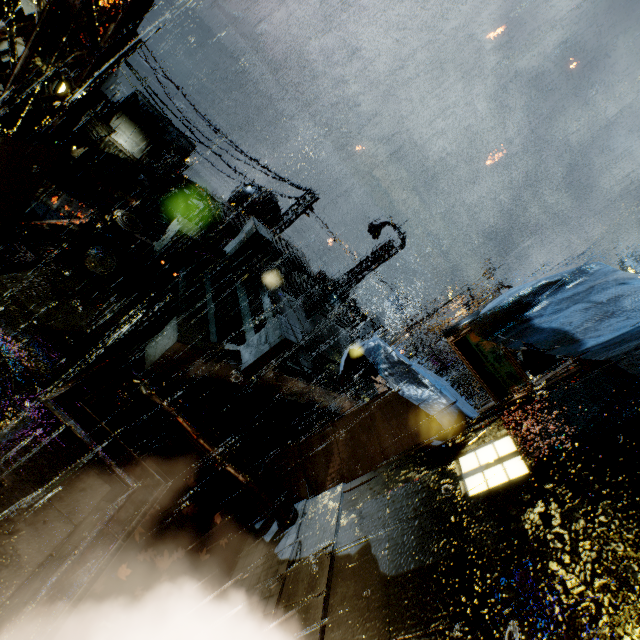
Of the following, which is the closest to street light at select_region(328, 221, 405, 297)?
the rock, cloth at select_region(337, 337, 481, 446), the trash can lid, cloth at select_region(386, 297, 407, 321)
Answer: cloth at select_region(337, 337, 481, 446)

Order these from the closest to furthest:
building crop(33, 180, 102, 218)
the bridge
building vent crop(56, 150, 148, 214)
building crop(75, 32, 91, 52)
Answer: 1. building crop(75, 32, 91, 52)
2. the bridge
3. building crop(33, 180, 102, 218)
4. building vent crop(56, 150, 148, 214)

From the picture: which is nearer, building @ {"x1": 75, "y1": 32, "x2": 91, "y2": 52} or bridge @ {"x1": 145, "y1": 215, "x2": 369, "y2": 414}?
building @ {"x1": 75, "y1": 32, "x2": 91, "y2": 52}

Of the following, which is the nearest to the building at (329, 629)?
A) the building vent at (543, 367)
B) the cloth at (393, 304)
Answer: the building vent at (543, 367)

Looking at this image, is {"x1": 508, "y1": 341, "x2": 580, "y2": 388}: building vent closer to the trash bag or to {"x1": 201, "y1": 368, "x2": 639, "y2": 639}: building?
{"x1": 201, "y1": 368, "x2": 639, "y2": 639}: building

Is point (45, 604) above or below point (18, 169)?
below

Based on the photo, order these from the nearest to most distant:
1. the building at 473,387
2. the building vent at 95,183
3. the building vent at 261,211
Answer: the building at 473,387
the building vent at 261,211
the building vent at 95,183

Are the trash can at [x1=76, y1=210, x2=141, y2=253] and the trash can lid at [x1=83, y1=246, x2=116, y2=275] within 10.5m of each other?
yes
